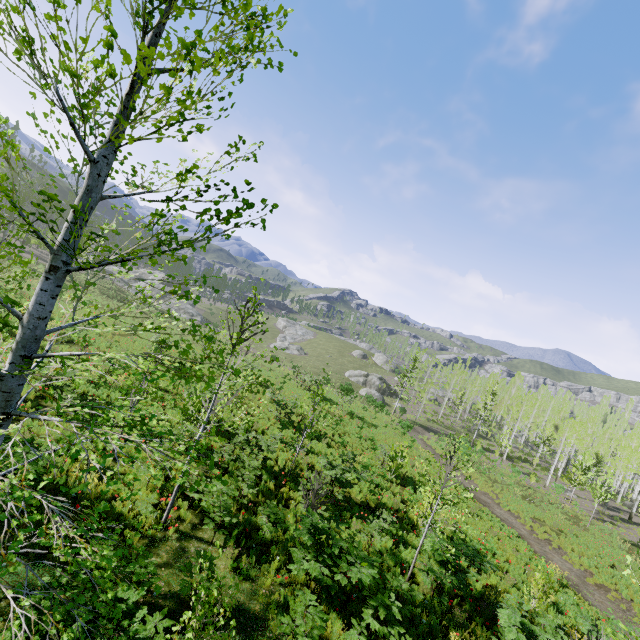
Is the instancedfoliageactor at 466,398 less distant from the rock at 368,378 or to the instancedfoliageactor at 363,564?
the rock at 368,378

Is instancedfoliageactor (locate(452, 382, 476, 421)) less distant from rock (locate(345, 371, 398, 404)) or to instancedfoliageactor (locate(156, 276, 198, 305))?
rock (locate(345, 371, 398, 404))

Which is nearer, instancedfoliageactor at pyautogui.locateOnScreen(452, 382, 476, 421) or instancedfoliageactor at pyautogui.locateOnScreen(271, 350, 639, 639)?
instancedfoliageactor at pyautogui.locateOnScreen(271, 350, 639, 639)

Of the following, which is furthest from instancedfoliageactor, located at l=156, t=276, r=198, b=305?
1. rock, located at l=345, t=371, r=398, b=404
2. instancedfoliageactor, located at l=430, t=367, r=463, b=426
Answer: rock, located at l=345, t=371, r=398, b=404

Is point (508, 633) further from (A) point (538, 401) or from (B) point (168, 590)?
(A) point (538, 401)

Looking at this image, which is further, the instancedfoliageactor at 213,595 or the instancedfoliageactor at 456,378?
the instancedfoliageactor at 456,378

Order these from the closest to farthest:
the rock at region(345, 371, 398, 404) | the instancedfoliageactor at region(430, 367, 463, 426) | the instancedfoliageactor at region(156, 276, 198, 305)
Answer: the instancedfoliageactor at region(156, 276, 198, 305), the rock at region(345, 371, 398, 404), the instancedfoliageactor at region(430, 367, 463, 426)
